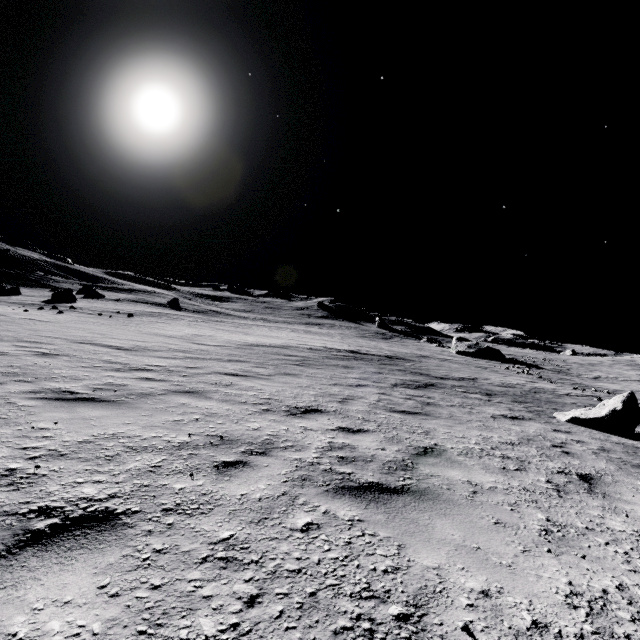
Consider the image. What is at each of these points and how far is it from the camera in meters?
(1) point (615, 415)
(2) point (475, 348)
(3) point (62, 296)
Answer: (1) stone, 8.3 m
(2) stone, 41.6 m
(3) stone, 29.1 m

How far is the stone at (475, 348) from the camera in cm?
4062

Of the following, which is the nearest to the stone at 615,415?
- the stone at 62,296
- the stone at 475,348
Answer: the stone at 475,348

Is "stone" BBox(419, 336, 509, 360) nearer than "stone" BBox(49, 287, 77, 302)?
No

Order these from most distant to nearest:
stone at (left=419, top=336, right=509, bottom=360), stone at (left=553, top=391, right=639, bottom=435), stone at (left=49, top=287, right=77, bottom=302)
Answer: stone at (left=419, top=336, right=509, bottom=360) < stone at (left=49, top=287, right=77, bottom=302) < stone at (left=553, top=391, right=639, bottom=435)

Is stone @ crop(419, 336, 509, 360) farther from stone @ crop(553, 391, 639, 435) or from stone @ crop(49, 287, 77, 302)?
stone @ crop(49, 287, 77, 302)

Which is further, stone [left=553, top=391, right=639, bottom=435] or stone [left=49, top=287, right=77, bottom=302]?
stone [left=49, top=287, right=77, bottom=302]
